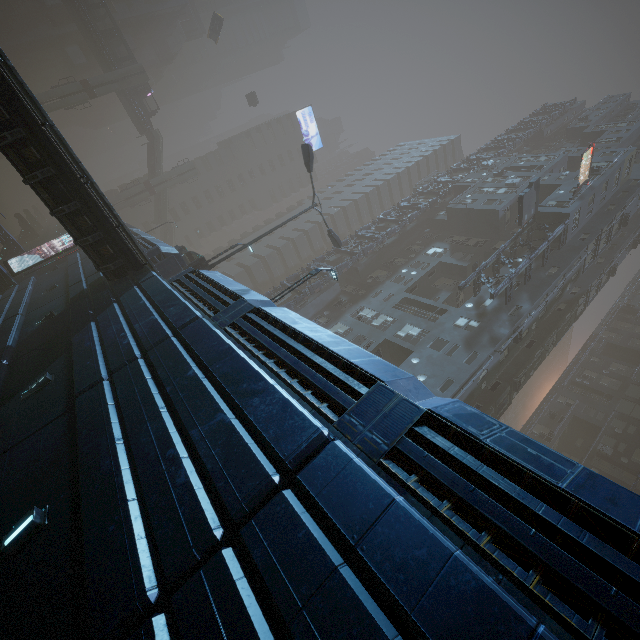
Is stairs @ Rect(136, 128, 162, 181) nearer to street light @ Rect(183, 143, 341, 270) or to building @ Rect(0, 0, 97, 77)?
building @ Rect(0, 0, 97, 77)

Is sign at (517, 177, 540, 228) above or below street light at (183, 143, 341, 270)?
above

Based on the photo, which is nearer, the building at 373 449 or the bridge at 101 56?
the building at 373 449

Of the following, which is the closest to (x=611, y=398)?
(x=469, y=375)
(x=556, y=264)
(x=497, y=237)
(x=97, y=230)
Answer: (x=556, y=264)

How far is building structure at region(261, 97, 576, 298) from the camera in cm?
3591

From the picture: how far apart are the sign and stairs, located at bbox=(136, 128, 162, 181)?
53.6m

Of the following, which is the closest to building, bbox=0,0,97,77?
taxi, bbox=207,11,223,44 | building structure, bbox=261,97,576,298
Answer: building structure, bbox=261,97,576,298

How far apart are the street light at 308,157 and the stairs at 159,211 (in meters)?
41.81
